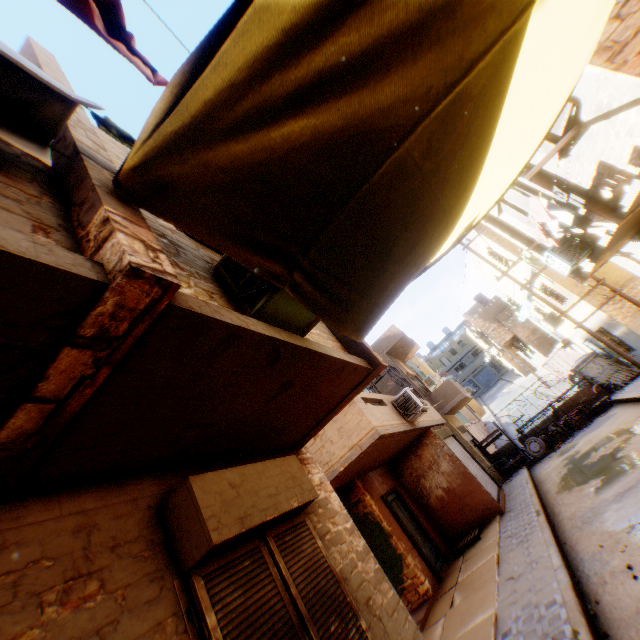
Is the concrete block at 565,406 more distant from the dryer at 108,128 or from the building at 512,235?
the dryer at 108,128

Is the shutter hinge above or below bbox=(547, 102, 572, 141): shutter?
below

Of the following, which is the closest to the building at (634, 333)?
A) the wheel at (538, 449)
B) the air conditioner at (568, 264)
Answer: the air conditioner at (568, 264)

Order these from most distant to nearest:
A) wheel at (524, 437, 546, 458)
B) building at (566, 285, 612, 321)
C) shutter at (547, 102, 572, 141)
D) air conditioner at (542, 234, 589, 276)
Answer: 1. wheel at (524, 437, 546, 458)
2. building at (566, 285, 612, 321)
3. air conditioner at (542, 234, 589, 276)
4. shutter at (547, 102, 572, 141)

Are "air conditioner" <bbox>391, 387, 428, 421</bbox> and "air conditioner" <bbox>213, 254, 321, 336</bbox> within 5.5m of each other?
no

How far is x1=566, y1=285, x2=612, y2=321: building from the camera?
13.62m

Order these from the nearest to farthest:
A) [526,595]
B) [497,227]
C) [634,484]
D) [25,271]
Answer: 1. [25,271]
2. [526,595]
3. [634,484]
4. [497,227]

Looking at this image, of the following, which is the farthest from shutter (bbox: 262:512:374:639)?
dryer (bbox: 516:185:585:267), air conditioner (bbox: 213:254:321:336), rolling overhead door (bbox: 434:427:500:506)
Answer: dryer (bbox: 516:185:585:267)
